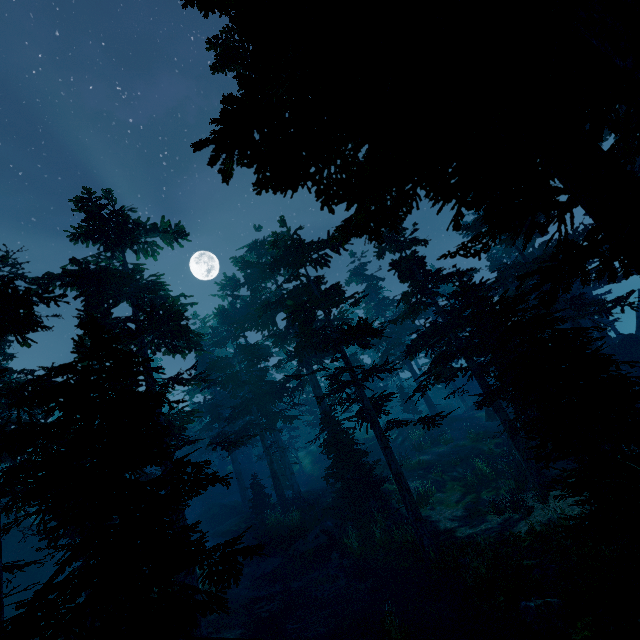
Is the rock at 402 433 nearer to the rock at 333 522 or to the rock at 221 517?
the rock at 221 517

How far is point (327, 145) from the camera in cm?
331

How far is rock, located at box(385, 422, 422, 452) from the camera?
31.2 meters

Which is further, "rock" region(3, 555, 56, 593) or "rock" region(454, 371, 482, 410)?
"rock" region(454, 371, 482, 410)

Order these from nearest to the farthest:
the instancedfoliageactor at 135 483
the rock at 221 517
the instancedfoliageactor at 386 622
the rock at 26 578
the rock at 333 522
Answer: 1. the instancedfoliageactor at 135 483
2. the instancedfoliageactor at 386 622
3. the rock at 333 522
4. the rock at 26 578
5. the rock at 221 517

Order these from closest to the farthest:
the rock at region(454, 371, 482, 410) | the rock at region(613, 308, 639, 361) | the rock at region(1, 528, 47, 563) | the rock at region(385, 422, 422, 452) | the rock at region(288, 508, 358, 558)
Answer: the rock at region(288, 508, 358, 558), the rock at region(613, 308, 639, 361), the rock at region(1, 528, 47, 563), the rock at region(385, 422, 422, 452), the rock at region(454, 371, 482, 410)

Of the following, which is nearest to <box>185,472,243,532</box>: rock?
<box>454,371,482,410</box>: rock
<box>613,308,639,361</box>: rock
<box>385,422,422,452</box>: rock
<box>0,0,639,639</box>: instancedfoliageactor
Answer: <box>0,0,639,639</box>: instancedfoliageactor
